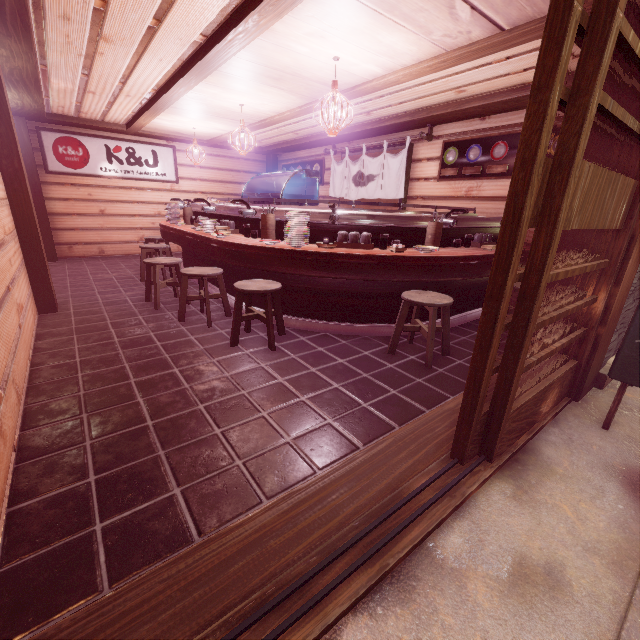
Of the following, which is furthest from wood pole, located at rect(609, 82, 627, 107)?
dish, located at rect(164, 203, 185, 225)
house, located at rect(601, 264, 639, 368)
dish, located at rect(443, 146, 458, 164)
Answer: dish, located at rect(164, 203, 185, 225)

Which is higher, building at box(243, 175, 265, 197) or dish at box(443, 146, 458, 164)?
dish at box(443, 146, 458, 164)

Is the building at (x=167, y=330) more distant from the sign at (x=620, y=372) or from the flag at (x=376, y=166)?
the sign at (x=620, y=372)

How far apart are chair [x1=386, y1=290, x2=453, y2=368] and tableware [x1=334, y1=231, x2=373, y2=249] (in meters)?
1.16

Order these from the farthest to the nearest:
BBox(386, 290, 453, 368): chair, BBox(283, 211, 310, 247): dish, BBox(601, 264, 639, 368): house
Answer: BBox(283, 211, 310, 247): dish
BBox(386, 290, 453, 368): chair
BBox(601, 264, 639, 368): house

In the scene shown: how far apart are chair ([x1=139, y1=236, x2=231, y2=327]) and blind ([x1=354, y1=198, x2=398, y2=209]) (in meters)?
7.39

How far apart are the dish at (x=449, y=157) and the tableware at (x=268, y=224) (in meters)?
6.27

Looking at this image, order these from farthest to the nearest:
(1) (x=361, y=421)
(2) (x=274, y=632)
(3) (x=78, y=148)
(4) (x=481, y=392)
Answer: (3) (x=78, y=148) < (1) (x=361, y=421) < (4) (x=481, y=392) < (2) (x=274, y=632)
